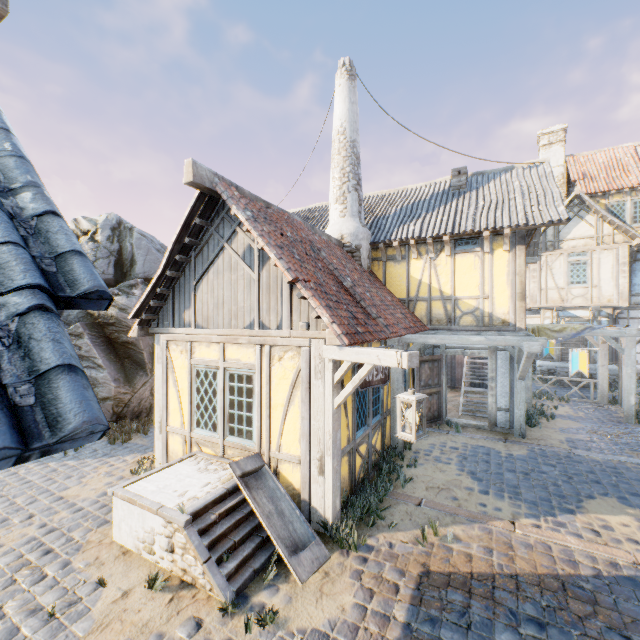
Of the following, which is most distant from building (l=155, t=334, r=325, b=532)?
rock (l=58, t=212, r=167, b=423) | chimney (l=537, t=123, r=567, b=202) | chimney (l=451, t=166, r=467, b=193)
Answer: chimney (l=537, t=123, r=567, b=202)

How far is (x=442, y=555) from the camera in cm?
448

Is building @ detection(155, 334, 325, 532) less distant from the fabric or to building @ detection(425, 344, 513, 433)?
building @ detection(425, 344, 513, 433)

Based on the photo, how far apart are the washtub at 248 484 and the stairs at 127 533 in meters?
0.0

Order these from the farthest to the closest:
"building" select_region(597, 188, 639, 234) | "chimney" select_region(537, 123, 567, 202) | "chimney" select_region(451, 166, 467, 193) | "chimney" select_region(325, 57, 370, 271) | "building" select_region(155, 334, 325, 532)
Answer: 1. "chimney" select_region(537, 123, 567, 202)
2. "building" select_region(597, 188, 639, 234)
3. "chimney" select_region(451, 166, 467, 193)
4. "chimney" select_region(325, 57, 370, 271)
5. "building" select_region(155, 334, 325, 532)

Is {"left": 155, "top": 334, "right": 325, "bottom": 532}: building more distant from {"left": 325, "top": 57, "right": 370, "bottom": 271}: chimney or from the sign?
{"left": 325, "top": 57, "right": 370, "bottom": 271}: chimney

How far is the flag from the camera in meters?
5.9 m

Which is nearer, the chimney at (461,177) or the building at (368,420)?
the building at (368,420)
